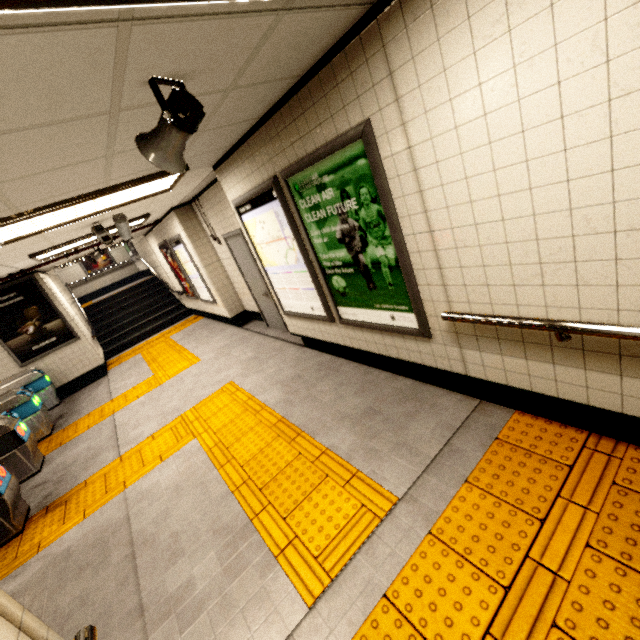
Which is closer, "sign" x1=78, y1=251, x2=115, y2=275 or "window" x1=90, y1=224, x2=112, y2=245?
"window" x1=90, y1=224, x2=112, y2=245

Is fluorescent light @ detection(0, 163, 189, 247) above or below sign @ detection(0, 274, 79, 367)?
above

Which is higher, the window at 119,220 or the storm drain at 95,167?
the storm drain at 95,167

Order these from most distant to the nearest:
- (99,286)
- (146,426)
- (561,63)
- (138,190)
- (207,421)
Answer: (99,286)
(146,426)
(207,421)
(138,190)
(561,63)

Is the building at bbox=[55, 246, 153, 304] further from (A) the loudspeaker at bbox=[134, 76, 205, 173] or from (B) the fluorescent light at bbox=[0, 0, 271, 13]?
(B) the fluorescent light at bbox=[0, 0, 271, 13]

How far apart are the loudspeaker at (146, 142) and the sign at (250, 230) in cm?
143

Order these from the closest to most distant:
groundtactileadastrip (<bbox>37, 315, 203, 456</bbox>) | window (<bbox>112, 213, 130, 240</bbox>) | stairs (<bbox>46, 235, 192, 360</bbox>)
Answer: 1. window (<bbox>112, 213, 130, 240</bbox>)
2. groundtactileadastrip (<bbox>37, 315, 203, 456</bbox>)
3. stairs (<bbox>46, 235, 192, 360</bbox>)

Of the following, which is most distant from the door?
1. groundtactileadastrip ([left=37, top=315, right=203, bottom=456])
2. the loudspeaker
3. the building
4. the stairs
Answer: the building
